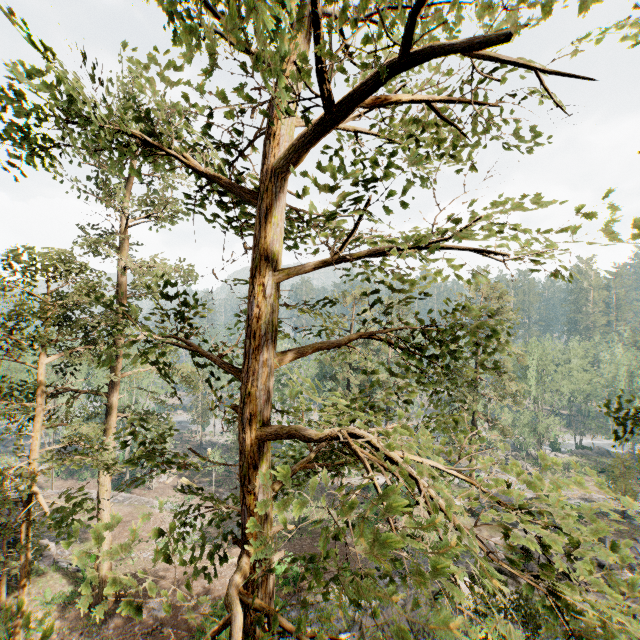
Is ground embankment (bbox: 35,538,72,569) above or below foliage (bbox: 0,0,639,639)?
→ below

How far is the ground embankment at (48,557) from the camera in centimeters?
2380cm

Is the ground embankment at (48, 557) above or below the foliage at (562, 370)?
below

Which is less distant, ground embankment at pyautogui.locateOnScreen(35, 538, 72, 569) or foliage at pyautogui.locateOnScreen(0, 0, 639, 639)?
foliage at pyautogui.locateOnScreen(0, 0, 639, 639)

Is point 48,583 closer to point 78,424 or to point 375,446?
point 78,424

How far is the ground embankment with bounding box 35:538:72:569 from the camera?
23.80m
